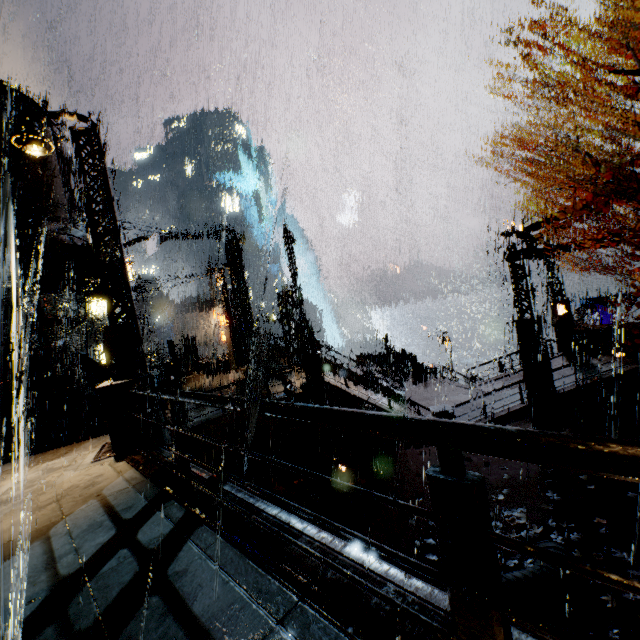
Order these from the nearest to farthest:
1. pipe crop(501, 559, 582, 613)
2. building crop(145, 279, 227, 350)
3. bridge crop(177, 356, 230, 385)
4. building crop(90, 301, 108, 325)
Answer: pipe crop(501, 559, 582, 613) → bridge crop(177, 356, 230, 385) → building crop(90, 301, 108, 325) → building crop(145, 279, 227, 350)

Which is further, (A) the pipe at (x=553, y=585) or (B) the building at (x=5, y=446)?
(B) the building at (x=5, y=446)

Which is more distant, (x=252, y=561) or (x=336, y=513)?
(x=336, y=513)

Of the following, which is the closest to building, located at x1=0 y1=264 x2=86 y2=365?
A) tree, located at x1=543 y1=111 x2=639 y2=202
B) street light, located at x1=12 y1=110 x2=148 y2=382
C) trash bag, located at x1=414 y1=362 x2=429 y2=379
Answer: trash bag, located at x1=414 y1=362 x2=429 y2=379

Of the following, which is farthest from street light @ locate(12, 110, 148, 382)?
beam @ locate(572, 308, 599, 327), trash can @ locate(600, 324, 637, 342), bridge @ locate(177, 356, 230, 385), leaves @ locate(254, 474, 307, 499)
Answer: beam @ locate(572, 308, 599, 327)

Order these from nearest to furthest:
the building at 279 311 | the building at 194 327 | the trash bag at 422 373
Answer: the building at 279 311, the trash bag at 422 373, the building at 194 327

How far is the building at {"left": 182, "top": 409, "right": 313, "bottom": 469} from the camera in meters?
12.7
